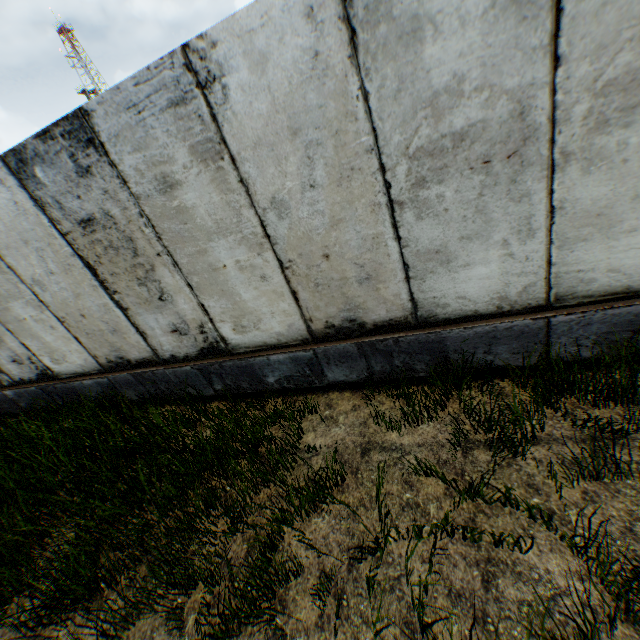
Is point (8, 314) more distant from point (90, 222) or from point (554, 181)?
point (554, 181)
